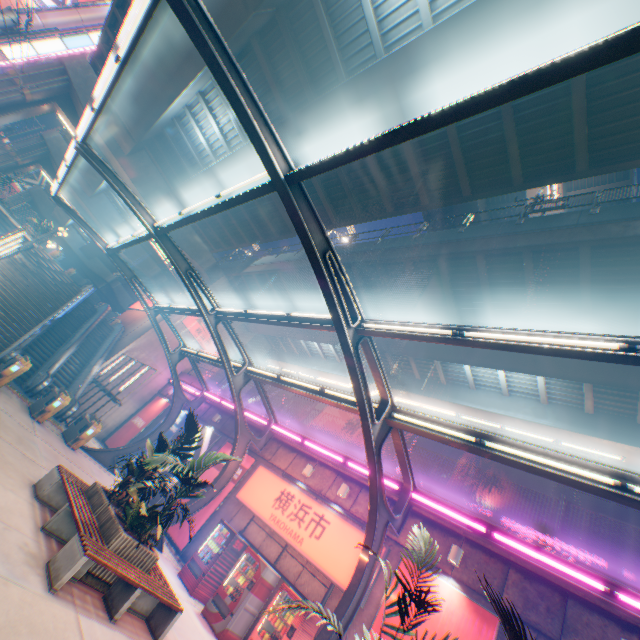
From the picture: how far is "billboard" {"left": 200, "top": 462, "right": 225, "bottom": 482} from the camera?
15.16m

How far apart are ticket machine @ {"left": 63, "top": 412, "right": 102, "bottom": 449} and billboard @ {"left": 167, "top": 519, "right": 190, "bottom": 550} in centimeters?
464cm

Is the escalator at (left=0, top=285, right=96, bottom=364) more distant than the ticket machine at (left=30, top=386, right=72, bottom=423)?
Yes

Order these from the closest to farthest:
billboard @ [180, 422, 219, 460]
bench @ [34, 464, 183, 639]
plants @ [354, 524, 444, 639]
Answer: plants @ [354, 524, 444, 639] → bench @ [34, 464, 183, 639] → billboard @ [180, 422, 219, 460]

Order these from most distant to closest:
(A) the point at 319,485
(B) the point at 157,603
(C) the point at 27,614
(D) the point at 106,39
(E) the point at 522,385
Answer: (D) the point at 106,39, (E) the point at 522,385, (A) the point at 319,485, (B) the point at 157,603, (C) the point at 27,614

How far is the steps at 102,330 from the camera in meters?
19.4 m

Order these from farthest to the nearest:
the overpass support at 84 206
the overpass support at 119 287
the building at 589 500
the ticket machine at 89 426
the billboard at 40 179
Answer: the billboard at 40 179, the overpass support at 119 287, the overpass support at 84 206, the building at 589 500, the ticket machine at 89 426

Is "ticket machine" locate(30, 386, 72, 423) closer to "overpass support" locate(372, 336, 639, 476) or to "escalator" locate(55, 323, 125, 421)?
"escalator" locate(55, 323, 125, 421)
